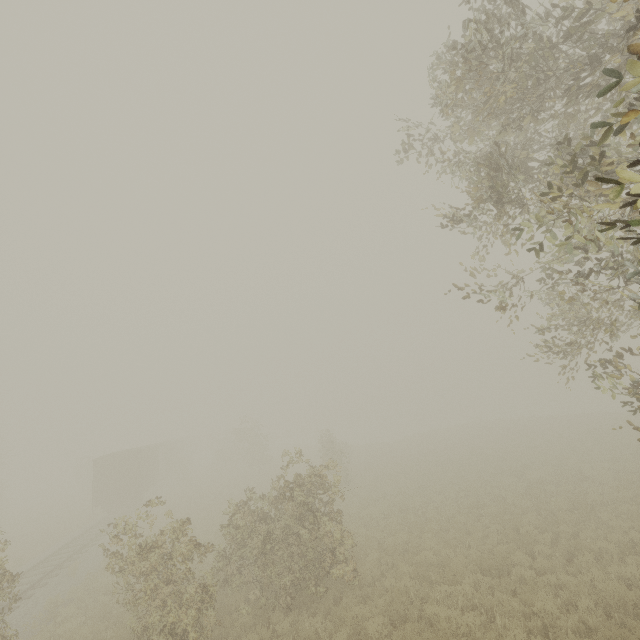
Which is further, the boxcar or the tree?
the boxcar

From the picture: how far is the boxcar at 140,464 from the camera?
26.5 meters

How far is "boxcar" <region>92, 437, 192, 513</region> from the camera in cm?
2647

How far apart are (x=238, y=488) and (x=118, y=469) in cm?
1049

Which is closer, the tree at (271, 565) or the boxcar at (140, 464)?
the tree at (271, 565)
